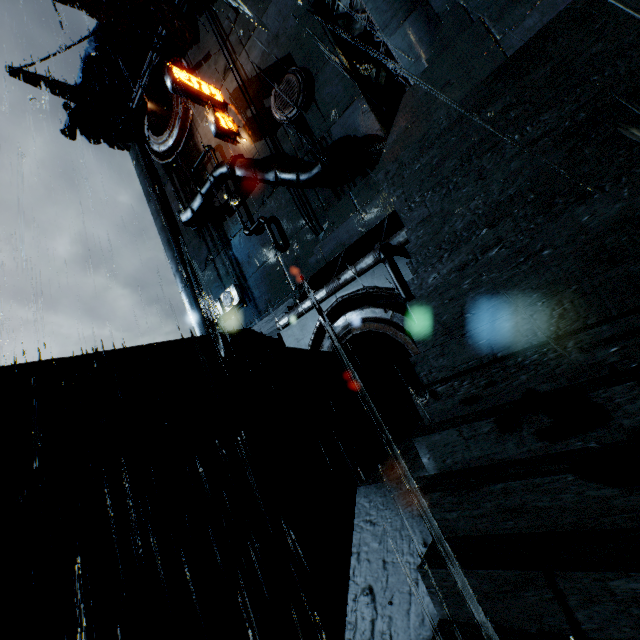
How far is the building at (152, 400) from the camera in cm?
1309

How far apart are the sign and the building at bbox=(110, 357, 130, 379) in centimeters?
1690cm

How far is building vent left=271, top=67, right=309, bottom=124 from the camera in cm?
1867

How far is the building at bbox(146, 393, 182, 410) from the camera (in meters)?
13.09

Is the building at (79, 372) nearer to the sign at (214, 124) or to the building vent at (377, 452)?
the building vent at (377, 452)

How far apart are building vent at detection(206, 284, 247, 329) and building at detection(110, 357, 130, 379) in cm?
1093

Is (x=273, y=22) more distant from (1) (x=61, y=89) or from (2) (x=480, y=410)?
(2) (x=480, y=410)

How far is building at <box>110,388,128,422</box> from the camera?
12.09m
